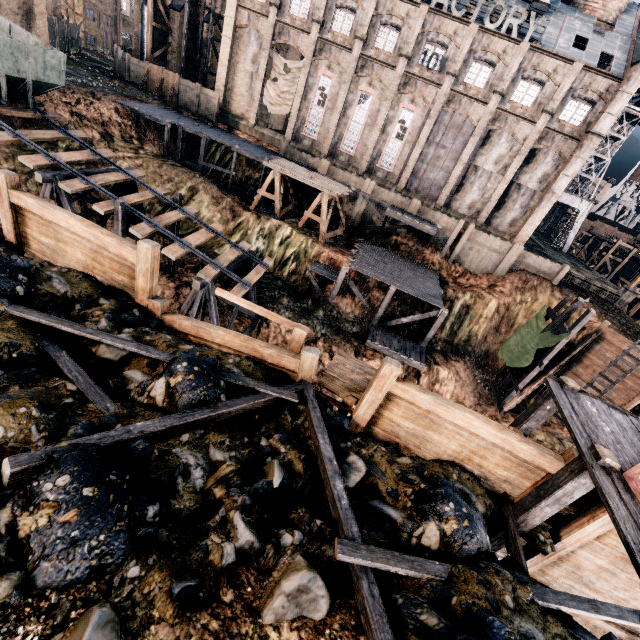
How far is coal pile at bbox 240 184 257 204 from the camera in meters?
30.8 m

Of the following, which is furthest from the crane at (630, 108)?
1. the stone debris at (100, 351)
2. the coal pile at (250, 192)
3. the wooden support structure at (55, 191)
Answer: the wooden support structure at (55, 191)

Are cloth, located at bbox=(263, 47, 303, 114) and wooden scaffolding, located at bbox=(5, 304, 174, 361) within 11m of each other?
no

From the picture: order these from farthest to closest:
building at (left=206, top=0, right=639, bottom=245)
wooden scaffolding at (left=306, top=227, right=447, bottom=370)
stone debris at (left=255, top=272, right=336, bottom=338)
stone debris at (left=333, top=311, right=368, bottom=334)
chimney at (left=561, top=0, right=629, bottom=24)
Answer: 1. chimney at (left=561, top=0, right=629, bottom=24)
2. building at (left=206, top=0, right=639, bottom=245)
3. stone debris at (left=333, top=311, right=368, bottom=334)
4. wooden scaffolding at (left=306, top=227, right=447, bottom=370)
5. stone debris at (left=255, top=272, right=336, bottom=338)

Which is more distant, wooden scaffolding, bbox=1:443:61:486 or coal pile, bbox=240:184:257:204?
coal pile, bbox=240:184:257:204

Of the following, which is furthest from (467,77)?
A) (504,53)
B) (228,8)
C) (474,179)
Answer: (228,8)

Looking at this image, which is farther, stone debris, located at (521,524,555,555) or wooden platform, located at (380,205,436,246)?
wooden platform, located at (380,205,436,246)

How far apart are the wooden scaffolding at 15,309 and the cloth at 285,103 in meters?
35.6
